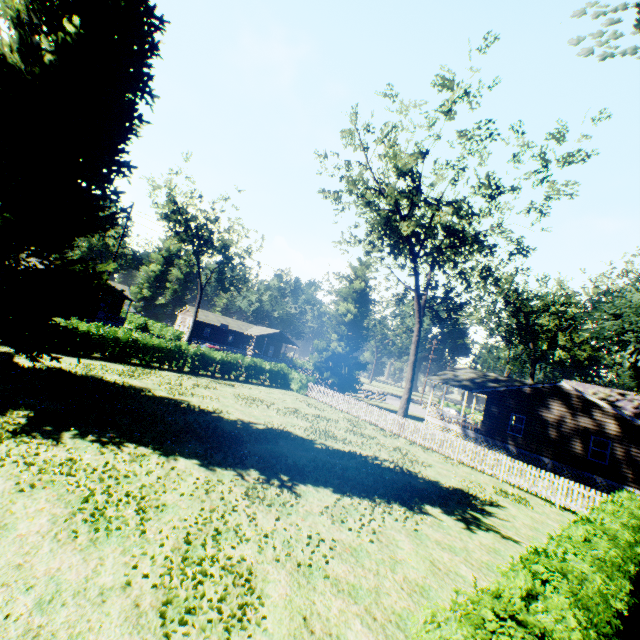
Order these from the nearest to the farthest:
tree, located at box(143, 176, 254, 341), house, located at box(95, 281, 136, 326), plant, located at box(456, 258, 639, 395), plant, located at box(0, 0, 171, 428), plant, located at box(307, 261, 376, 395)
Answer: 1. plant, located at box(0, 0, 171, 428)
2. plant, located at box(456, 258, 639, 395)
3. plant, located at box(307, 261, 376, 395)
4. tree, located at box(143, 176, 254, 341)
5. house, located at box(95, 281, 136, 326)

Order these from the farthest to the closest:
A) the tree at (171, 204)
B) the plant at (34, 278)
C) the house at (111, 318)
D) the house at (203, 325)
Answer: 1. the house at (203, 325)
2. the house at (111, 318)
3. the tree at (171, 204)
4. the plant at (34, 278)

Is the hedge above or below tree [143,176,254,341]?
below

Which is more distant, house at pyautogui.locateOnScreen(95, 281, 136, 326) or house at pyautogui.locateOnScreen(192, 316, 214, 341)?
house at pyautogui.locateOnScreen(192, 316, 214, 341)

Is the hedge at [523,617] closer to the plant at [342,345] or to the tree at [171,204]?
the plant at [342,345]

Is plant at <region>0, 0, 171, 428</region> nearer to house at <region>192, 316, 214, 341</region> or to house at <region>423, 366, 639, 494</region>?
house at <region>423, 366, 639, 494</region>

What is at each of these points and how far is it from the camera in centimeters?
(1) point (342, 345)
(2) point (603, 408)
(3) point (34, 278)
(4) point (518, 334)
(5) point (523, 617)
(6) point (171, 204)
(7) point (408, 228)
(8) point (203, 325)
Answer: (1) plant, 3600cm
(2) house, 2188cm
(3) plant, 1218cm
(4) plant, 4747cm
(5) hedge, 381cm
(6) tree, 3959cm
(7) tree, 2412cm
(8) house, 5981cm
